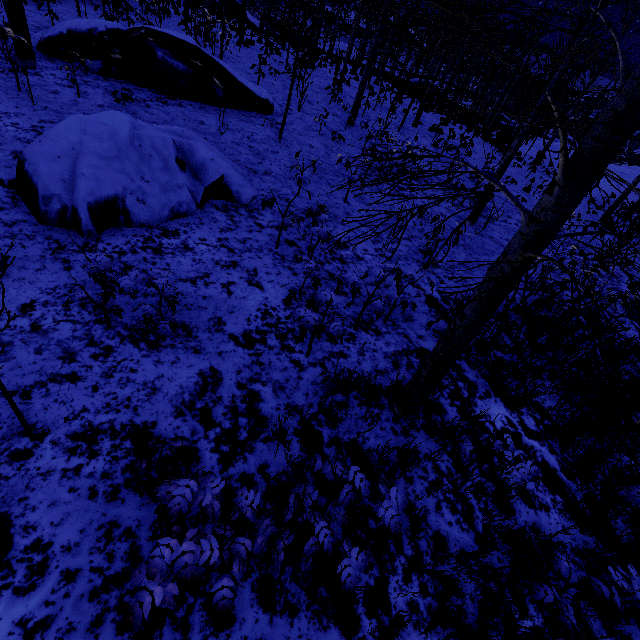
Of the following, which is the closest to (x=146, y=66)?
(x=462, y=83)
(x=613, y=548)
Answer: (x=613, y=548)

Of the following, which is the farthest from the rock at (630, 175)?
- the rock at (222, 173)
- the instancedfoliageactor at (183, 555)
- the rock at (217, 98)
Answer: the instancedfoliageactor at (183, 555)

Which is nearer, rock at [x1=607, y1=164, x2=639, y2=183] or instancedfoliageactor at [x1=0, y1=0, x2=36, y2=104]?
instancedfoliageactor at [x1=0, y1=0, x2=36, y2=104]

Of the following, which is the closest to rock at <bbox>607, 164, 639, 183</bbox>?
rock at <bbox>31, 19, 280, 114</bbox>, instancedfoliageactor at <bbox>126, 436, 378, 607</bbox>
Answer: rock at <bbox>31, 19, 280, 114</bbox>

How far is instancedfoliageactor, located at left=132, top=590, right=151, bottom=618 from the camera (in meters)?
1.72

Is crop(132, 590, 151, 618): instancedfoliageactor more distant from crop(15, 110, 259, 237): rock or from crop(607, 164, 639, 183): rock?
crop(607, 164, 639, 183): rock

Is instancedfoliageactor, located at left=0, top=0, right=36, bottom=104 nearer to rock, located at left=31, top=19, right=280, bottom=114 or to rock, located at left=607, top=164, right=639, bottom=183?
rock, located at left=31, top=19, right=280, bottom=114

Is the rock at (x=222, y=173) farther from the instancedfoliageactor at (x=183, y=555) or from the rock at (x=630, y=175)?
the rock at (x=630, y=175)
